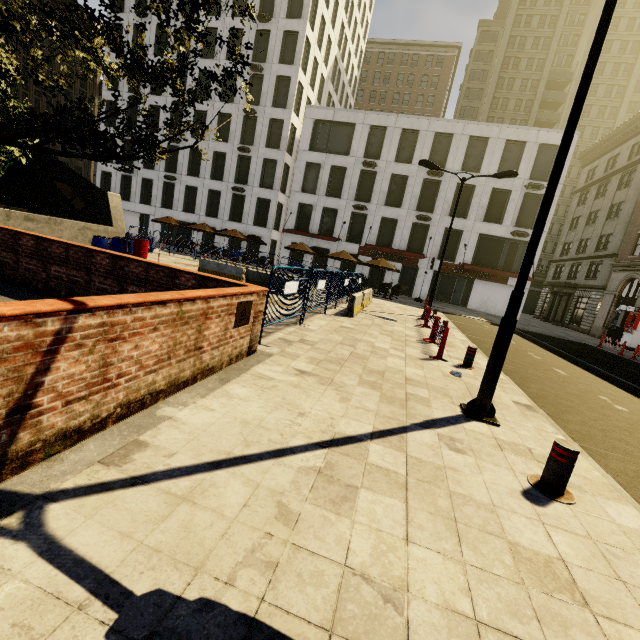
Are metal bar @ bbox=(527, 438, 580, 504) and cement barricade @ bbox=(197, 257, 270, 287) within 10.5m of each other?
no

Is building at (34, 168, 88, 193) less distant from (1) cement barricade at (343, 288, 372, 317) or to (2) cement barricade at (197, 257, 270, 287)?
(2) cement barricade at (197, 257, 270, 287)

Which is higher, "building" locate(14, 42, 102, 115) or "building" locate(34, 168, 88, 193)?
"building" locate(14, 42, 102, 115)

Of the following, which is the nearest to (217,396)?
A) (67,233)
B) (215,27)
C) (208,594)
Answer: (208,594)

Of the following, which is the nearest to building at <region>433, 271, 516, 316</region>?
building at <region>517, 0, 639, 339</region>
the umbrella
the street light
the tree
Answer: the umbrella

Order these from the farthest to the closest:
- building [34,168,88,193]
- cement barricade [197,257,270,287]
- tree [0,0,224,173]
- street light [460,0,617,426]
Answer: building [34,168,88,193], cement barricade [197,257,270,287], street light [460,0,617,426], tree [0,0,224,173]

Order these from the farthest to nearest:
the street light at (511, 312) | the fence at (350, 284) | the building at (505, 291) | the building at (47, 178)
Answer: the building at (47, 178) < the building at (505, 291) < the fence at (350, 284) < the street light at (511, 312)

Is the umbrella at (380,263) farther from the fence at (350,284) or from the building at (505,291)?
the building at (505,291)
